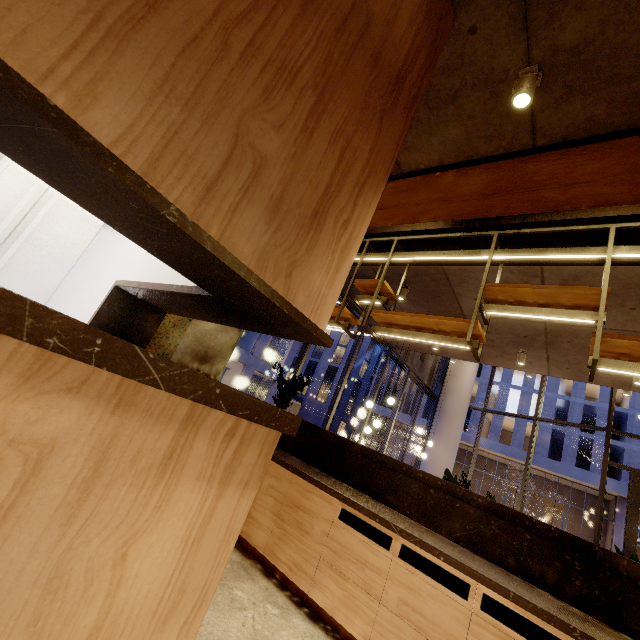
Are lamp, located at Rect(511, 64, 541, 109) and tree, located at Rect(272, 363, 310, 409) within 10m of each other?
yes

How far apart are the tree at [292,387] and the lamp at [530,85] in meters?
5.4 m

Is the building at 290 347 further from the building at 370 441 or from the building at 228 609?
the building at 228 609

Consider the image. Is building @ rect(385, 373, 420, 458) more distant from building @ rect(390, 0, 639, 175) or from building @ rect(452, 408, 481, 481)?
building @ rect(390, 0, 639, 175)

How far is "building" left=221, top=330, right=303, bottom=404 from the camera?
27.7 meters

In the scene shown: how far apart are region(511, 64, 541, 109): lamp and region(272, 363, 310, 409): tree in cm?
538

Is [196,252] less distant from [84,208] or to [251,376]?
[84,208]

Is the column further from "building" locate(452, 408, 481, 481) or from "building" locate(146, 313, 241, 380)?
"building" locate(452, 408, 481, 481)
